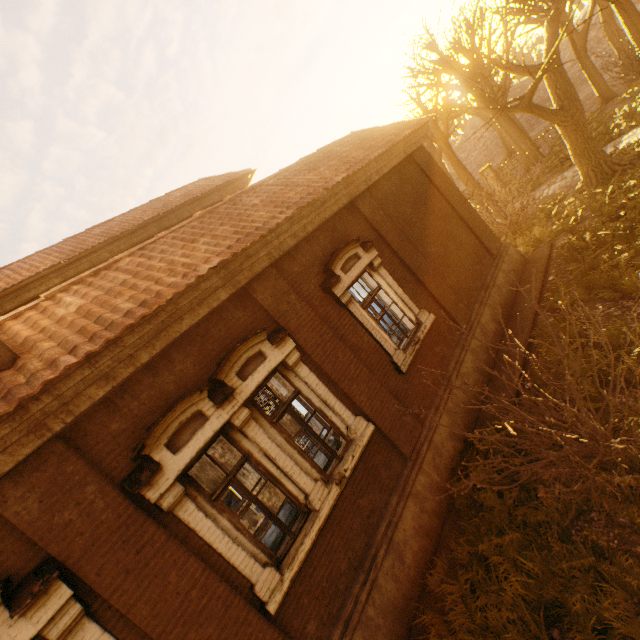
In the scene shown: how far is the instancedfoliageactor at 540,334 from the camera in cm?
740

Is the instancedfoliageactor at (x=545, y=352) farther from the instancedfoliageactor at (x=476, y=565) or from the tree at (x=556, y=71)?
the tree at (x=556, y=71)

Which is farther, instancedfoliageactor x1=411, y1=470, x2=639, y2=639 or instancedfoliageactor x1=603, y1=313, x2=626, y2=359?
instancedfoliageactor x1=603, y1=313, x2=626, y2=359

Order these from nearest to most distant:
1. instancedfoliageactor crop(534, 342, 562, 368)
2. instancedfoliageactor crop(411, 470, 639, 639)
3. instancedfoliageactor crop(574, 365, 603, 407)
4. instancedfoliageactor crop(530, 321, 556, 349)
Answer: instancedfoliageactor crop(411, 470, 639, 639) < instancedfoliageactor crop(574, 365, 603, 407) < instancedfoliageactor crop(534, 342, 562, 368) < instancedfoliageactor crop(530, 321, 556, 349)

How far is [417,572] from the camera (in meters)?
5.21

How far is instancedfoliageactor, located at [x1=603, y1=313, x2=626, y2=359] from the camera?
5.9 meters

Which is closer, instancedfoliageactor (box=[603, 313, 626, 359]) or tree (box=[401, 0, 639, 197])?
instancedfoliageactor (box=[603, 313, 626, 359])
